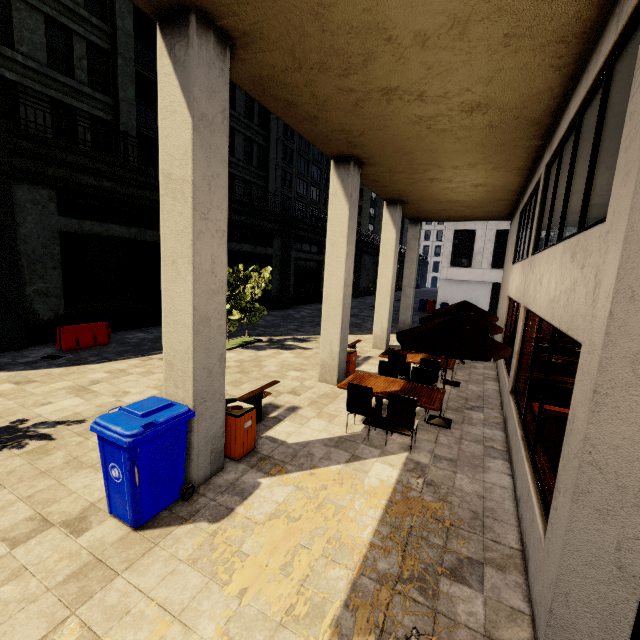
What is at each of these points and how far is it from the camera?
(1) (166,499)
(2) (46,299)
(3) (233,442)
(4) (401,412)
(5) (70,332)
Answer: (1) trash bin, 4.1m
(2) building, 11.3m
(3) trash bin, 5.2m
(4) chair, 5.7m
(5) cement barricade, 10.7m

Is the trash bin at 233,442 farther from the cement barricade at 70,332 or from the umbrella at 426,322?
the cement barricade at 70,332

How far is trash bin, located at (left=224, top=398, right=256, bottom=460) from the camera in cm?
521

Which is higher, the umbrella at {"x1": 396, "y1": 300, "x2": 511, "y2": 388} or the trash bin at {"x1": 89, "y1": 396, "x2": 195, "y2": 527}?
the umbrella at {"x1": 396, "y1": 300, "x2": 511, "y2": 388}

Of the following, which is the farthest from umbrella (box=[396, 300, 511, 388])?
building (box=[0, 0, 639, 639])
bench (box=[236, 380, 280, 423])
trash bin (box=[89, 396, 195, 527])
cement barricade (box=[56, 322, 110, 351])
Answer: cement barricade (box=[56, 322, 110, 351])

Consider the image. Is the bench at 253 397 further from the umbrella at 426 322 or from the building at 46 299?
the umbrella at 426 322

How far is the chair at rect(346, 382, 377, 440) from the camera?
6.0m

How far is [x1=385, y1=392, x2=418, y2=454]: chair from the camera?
5.59m
